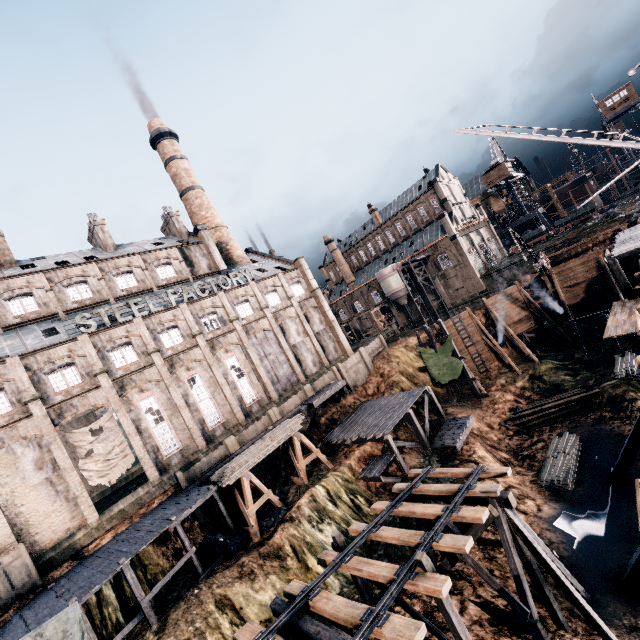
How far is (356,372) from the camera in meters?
40.8 m

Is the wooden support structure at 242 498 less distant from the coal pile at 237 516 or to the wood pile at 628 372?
the coal pile at 237 516

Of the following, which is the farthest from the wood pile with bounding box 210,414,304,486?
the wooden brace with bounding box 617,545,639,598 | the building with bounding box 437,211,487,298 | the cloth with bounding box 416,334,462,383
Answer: the wooden brace with bounding box 617,545,639,598

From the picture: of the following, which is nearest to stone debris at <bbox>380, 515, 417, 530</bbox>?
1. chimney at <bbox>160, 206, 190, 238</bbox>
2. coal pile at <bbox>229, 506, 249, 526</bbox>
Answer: coal pile at <bbox>229, 506, 249, 526</bbox>

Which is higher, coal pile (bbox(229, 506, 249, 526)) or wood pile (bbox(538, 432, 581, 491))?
coal pile (bbox(229, 506, 249, 526))

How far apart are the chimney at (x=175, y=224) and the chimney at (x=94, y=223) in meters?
7.6 m

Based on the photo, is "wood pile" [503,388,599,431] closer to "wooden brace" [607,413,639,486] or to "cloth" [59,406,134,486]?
"wooden brace" [607,413,639,486]

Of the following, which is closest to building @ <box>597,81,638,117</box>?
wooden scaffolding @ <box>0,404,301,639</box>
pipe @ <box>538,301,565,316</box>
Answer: pipe @ <box>538,301,565,316</box>
